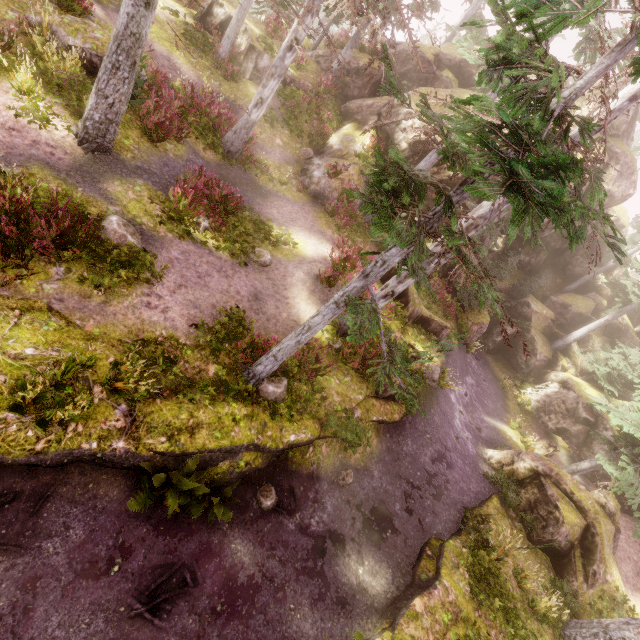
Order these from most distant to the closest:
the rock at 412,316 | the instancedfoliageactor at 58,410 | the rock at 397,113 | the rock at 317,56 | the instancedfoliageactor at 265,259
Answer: the rock at 317,56, the rock at 397,113, the rock at 412,316, the instancedfoliageactor at 265,259, the instancedfoliageactor at 58,410

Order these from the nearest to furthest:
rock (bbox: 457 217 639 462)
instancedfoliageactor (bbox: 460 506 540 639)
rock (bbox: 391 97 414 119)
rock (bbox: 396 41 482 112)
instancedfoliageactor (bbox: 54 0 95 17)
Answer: instancedfoliageactor (bbox: 460 506 540 639)
instancedfoliageactor (bbox: 54 0 95 17)
rock (bbox: 391 97 414 119)
rock (bbox: 396 41 482 112)
rock (bbox: 457 217 639 462)

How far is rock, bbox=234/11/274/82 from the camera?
17.8m

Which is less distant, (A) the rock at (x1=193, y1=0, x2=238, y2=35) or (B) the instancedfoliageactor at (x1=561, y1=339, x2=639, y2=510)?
(B) the instancedfoliageactor at (x1=561, y1=339, x2=639, y2=510)

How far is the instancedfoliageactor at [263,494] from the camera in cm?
812

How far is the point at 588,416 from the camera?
22.7 meters

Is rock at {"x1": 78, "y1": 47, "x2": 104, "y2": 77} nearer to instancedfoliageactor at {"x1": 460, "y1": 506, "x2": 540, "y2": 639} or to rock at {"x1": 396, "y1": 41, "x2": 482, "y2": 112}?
instancedfoliageactor at {"x1": 460, "y1": 506, "x2": 540, "y2": 639}

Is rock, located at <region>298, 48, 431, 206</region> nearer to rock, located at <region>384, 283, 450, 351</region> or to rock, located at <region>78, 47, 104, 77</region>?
rock, located at <region>384, 283, 450, 351</region>
